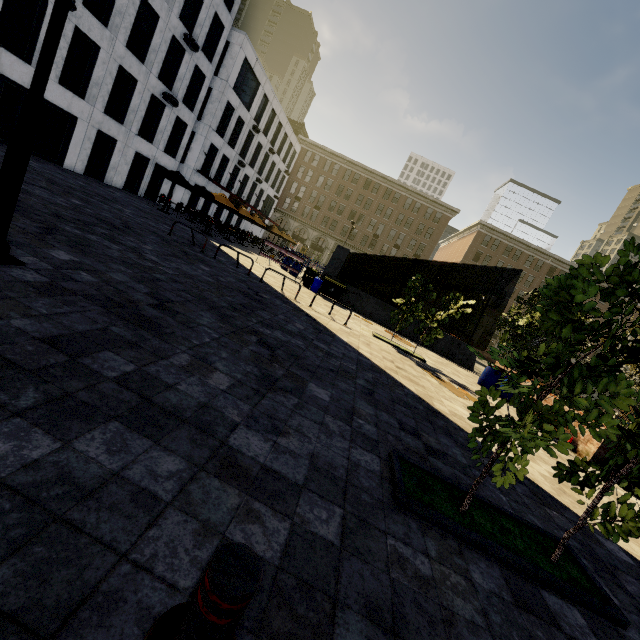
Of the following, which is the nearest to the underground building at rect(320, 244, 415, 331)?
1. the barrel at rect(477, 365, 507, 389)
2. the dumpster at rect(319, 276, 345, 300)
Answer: the dumpster at rect(319, 276, 345, 300)

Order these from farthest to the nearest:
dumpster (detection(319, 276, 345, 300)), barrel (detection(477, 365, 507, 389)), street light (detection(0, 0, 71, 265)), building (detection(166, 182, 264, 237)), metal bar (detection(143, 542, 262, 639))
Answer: building (detection(166, 182, 264, 237))
dumpster (detection(319, 276, 345, 300))
barrel (detection(477, 365, 507, 389))
street light (detection(0, 0, 71, 265))
metal bar (detection(143, 542, 262, 639))

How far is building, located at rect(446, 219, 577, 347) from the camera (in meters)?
54.47

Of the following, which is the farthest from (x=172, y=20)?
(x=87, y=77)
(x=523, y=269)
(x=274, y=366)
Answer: (x=523, y=269)

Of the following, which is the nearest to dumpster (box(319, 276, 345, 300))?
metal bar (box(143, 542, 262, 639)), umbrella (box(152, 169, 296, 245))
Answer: umbrella (box(152, 169, 296, 245))

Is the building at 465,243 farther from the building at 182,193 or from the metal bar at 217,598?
the metal bar at 217,598

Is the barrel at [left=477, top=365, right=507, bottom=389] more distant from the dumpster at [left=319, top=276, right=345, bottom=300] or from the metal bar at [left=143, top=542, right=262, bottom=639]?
the metal bar at [left=143, top=542, right=262, bottom=639]

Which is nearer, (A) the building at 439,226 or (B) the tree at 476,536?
(B) the tree at 476,536
